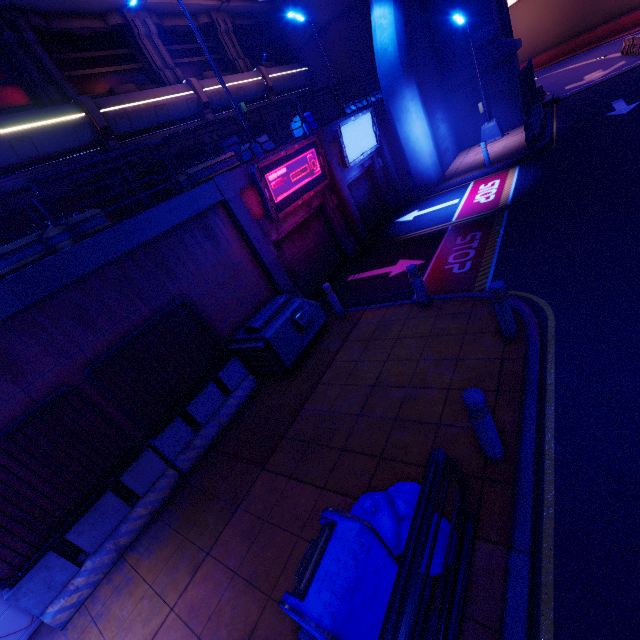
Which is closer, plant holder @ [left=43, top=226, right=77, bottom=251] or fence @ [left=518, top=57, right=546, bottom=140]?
plant holder @ [left=43, top=226, right=77, bottom=251]

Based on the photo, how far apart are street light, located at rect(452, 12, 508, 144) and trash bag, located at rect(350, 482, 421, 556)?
19.9 meters

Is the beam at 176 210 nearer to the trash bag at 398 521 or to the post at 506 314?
the trash bag at 398 521

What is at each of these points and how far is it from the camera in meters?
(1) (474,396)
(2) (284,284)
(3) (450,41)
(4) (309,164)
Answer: (1) post, 3.5
(2) column, 9.6
(3) wall arch, 17.6
(4) sign, 10.8

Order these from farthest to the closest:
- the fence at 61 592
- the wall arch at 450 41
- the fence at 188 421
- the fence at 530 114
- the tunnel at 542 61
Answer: the tunnel at 542 61, the wall arch at 450 41, the fence at 530 114, the fence at 188 421, the fence at 61 592

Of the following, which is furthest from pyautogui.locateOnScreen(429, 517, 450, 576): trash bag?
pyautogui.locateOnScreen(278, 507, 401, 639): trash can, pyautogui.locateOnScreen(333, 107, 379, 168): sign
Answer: pyautogui.locateOnScreen(333, 107, 379, 168): sign

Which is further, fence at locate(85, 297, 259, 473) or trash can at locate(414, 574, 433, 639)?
fence at locate(85, 297, 259, 473)

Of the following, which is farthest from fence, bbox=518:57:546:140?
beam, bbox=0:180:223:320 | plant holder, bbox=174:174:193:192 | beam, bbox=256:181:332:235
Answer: beam, bbox=0:180:223:320
